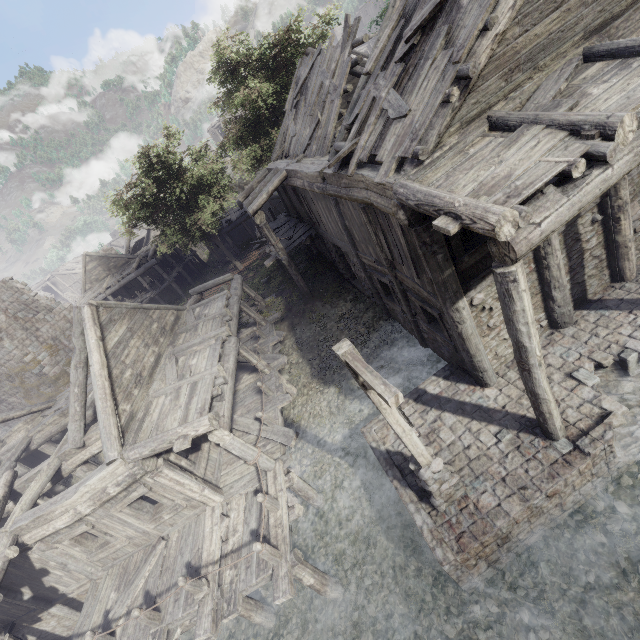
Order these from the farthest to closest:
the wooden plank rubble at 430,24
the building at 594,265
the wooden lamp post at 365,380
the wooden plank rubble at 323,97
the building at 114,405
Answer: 1. the wooden plank rubble at 323,97
2. the building at 114,405
3. the wooden plank rubble at 430,24
4. the building at 594,265
5. the wooden lamp post at 365,380

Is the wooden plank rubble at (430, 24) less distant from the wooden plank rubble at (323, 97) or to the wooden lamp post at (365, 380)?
the wooden plank rubble at (323, 97)

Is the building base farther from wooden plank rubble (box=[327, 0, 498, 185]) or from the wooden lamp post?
wooden plank rubble (box=[327, 0, 498, 185])

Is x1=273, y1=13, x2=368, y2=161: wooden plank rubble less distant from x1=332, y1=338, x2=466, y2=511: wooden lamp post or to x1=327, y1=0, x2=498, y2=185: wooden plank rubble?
x1=327, y1=0, x2=498, y2=185: wooden plank rubble

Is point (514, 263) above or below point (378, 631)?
above

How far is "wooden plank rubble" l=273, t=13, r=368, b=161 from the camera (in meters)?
11.21

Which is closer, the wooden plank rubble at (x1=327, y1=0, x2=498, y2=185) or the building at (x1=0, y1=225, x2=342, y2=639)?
the wooden plank rubble at (x1=327, y1=0, x2=498, y2=185)

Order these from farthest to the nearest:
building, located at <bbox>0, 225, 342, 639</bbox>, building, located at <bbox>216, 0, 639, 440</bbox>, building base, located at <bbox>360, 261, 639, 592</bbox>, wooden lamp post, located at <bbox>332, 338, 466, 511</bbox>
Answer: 1. building, located at <bbox>0, 225, 342, 639</bbox>
2. building base, located at <bbox>360, 261, 639, 592</bbox>
3. building, located at <bbox>216, 0, 639, 440</bbox>
4. wooden lamp post, located at <bbox>332, 338, 466, 511</bbox>
